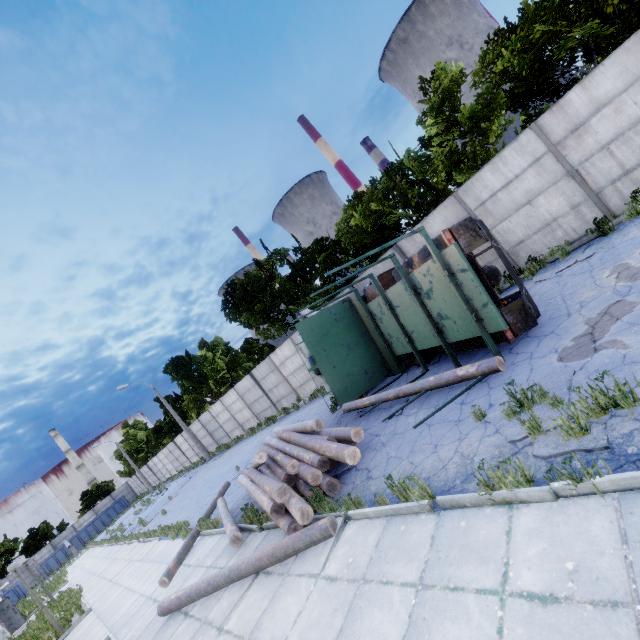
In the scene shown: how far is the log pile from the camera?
6.4 meters

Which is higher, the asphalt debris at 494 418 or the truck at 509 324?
the truck at 509 324

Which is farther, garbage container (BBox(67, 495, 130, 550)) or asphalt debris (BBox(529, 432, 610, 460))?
garbage container (BBox(67, 495, 130, 550))

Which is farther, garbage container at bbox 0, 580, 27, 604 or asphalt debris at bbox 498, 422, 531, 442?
garbage container at bbox 0, 580, 27, 604

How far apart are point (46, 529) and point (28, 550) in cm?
299

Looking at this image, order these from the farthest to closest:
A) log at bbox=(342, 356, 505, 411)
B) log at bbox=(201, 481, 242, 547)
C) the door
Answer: the door → log at bbox=(201, 481, 242, 547) → log at bbox=(342, 356, 505, 411)

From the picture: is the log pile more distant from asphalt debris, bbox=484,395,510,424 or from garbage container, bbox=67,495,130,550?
garbage container, bbox=67,495,130,550

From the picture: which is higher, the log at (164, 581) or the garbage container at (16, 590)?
the garbage container at (16, 590)
